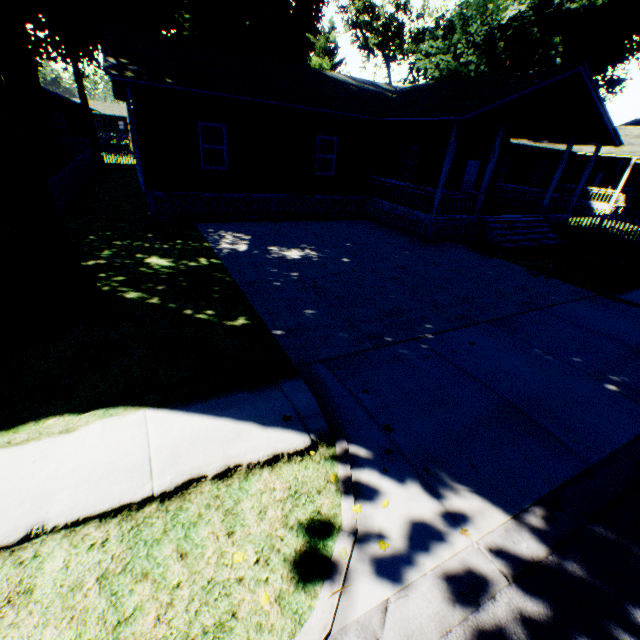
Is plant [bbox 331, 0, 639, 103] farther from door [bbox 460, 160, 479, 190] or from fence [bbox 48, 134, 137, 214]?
door [bbox 460, 160, 479, 190]

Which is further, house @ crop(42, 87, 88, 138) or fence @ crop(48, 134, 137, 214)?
house @ crop(42, 87, 88, 138)

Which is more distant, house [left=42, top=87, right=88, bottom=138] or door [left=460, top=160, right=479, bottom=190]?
house [left=42, top=87, right=88, bottom=138]

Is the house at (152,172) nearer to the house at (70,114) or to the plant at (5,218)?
the plant at (5,218)

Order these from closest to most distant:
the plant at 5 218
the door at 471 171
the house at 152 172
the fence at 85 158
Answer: the plant at 5 218
the house at 152 172
the fence at 85 158
the door at 471 171

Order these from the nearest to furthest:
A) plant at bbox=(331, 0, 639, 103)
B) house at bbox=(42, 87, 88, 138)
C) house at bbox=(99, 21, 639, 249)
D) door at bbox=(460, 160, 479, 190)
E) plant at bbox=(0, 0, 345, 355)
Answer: plant at bbox=(0, 0, 345, 355)
house at bbox=(99, 21, 639, 249)
door at bbox=(460, 160, 479, 190)
plant at bbox=(331, 0, 639, 103)
house at bbox=(42, 87, 88, 138)

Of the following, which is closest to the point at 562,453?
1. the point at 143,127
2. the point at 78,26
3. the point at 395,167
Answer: the point at 143,127

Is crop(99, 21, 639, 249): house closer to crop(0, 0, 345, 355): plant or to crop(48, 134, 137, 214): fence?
crop(48, 134, 137, 214): fence
